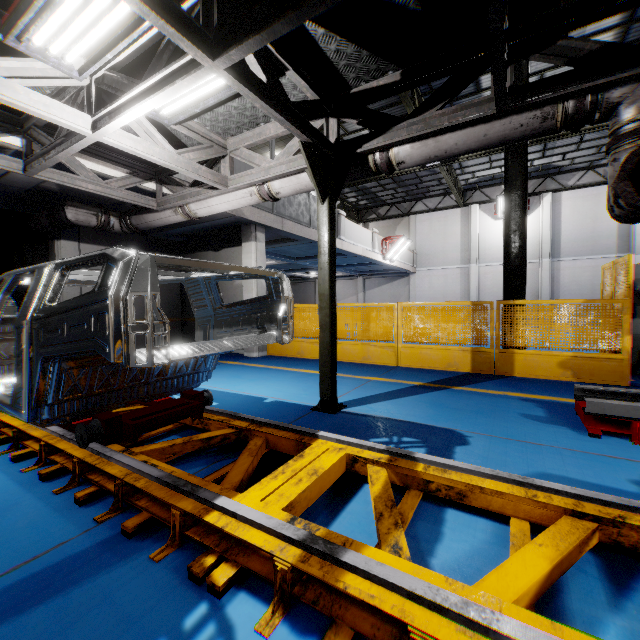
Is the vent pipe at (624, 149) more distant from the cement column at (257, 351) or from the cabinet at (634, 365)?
the cabinet at (634, 365)

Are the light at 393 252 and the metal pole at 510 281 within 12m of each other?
yes

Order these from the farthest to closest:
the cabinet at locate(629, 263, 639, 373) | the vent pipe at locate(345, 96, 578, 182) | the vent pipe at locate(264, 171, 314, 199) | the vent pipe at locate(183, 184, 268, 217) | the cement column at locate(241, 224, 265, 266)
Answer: the cement column at locate(241, 224, 265, 266) → the cabinet at locate(629, 263, 639, 373) → the vent pipe at locate(183, 184, 268, 217) → the vent pipe at locate(264, 171, 314, 199) → the vent pipe at locate(345, 96, 578, 182)

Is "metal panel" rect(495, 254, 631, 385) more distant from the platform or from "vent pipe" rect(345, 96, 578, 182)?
the platform

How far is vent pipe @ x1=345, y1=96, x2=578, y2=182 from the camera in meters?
3.2 m

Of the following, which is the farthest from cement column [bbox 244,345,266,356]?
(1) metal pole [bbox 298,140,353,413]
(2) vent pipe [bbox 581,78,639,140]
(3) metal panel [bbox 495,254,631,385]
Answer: (1) metal pole [bbox 298,140,353,413]

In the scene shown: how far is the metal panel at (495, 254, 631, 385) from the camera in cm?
553

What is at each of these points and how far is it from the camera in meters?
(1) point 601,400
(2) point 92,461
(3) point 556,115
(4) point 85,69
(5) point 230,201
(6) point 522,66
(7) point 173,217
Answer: (1) metal platform, 3.4 m
(2) platform, 2.5 m
(3) vent pipe, 3.2 m
(4) light, 3.2 m
(5) vent pipe, 5.6 m
(6) metal pole, 6.8 m
(7) vent pipe, 6.5 m
